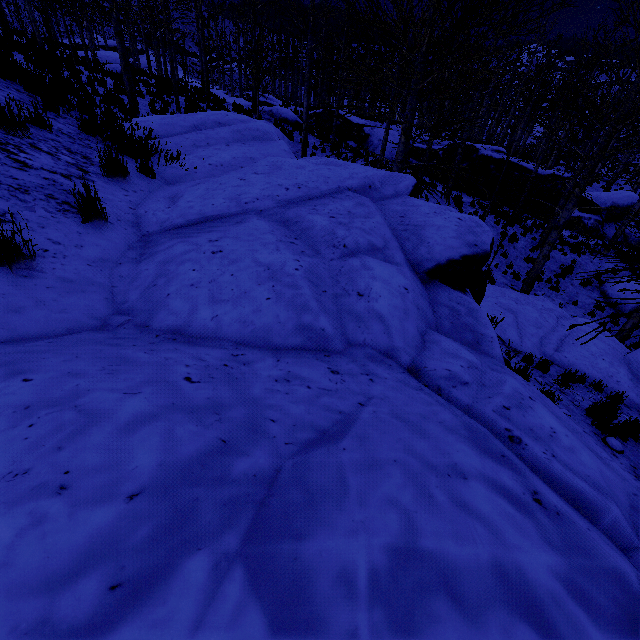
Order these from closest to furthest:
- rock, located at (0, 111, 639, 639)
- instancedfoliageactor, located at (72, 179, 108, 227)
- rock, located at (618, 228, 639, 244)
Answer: rock, located at (0, 111, 639, 639), instancedfoliageactor, located at (72, 179, 108, 227), rock, located at (618, 228, 639, 244)

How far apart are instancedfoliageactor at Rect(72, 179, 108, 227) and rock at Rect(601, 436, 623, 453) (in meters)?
7.14

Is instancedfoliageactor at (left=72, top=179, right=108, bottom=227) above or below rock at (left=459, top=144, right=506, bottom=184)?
above

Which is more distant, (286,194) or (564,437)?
(286,194)

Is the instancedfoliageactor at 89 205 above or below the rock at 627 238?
above

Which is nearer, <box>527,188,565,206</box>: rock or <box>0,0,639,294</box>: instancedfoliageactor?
<box>0,0,639,294</box>: instancedfoliageactor

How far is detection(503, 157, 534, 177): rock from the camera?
20.3 meters

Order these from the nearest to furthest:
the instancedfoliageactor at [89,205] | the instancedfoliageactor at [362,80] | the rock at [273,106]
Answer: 1. the instancedfoliageactor at [89,205]
2. the instancedfoliageactor at [362,80]
3. the rock at [273,106]
